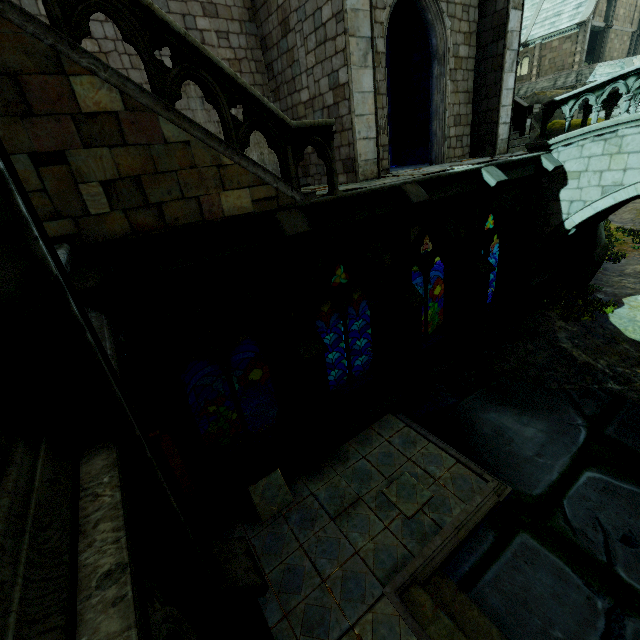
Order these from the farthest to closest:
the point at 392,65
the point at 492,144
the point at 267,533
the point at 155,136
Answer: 1. the point at 392,65
2. the point at 492,144
3. the point at 267,533
4. the point at 155,136

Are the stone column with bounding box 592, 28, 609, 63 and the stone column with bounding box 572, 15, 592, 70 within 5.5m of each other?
yes

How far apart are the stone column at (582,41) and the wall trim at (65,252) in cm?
5091

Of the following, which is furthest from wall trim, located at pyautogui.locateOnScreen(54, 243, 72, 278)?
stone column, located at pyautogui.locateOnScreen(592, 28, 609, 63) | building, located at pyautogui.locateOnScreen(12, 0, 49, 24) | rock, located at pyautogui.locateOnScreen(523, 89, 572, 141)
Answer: stone column, located at pyautogui.locateOnScreen(592, 28, 609, 63)

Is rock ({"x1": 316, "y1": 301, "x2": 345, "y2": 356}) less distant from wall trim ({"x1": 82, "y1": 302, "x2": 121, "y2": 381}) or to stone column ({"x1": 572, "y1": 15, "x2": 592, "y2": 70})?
wall trim ({"x1": 82, "y1": 302, "x2": 121, "y2": 381})

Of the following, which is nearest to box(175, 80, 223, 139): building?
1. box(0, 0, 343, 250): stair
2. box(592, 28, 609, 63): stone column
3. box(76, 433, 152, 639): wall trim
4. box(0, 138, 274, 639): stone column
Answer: box(0, 0, 343, 250): stair

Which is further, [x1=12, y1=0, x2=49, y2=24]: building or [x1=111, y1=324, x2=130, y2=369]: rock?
[x1=12, y1=0, x2=49, y2=24]: building

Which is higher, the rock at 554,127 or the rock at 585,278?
the rock at 554,127
